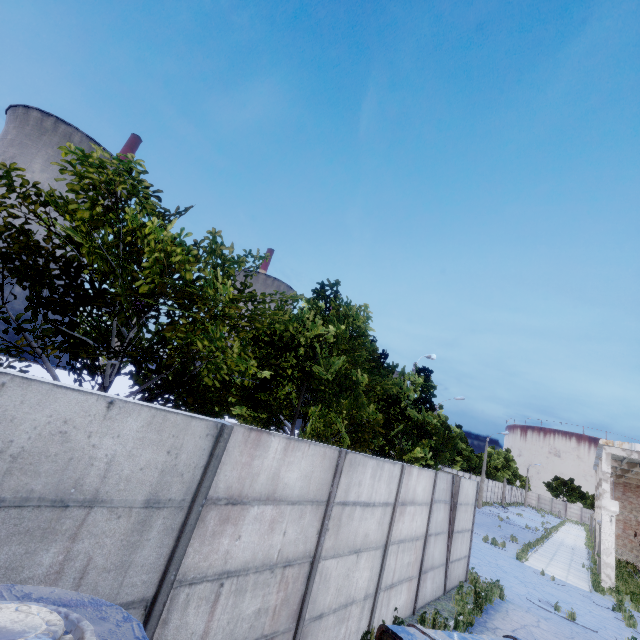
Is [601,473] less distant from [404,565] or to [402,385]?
[402,385]

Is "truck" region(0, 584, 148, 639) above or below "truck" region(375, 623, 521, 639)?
below

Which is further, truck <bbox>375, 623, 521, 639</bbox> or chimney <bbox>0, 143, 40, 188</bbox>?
chimney <bbox>0, 143, 40, 188</bbox>

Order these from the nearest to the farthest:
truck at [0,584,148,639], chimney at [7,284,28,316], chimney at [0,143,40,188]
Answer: truck at [0,584,148,639], chimney at [7,284,28,316], chimney at [0,143,40,188]

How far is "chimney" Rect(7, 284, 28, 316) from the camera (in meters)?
53.53

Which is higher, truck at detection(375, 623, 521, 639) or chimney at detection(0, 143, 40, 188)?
chimney at detection(0, 143, 40, 188)

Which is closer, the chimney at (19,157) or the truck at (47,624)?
the truck at (47,624)

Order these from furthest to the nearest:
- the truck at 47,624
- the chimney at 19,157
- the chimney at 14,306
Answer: the chimney at 19,157
the chimney at 14,306
the truck at 47,624
